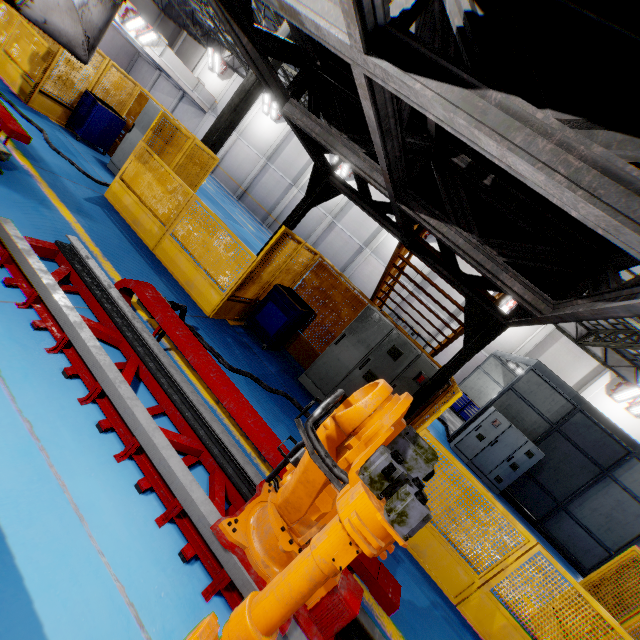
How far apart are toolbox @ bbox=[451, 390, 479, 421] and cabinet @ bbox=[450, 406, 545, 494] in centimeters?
668cm

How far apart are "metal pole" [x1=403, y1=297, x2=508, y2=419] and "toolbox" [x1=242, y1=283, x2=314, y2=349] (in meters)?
2.53

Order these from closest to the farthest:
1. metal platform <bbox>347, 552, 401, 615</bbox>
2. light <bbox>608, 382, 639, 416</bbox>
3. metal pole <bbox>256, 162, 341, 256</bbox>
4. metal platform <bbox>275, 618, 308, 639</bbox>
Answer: metal platform <bbox>275, 618, 308, 639</bbox> → metal platform <bbox>347, 552, 401, 615</bbox> → metal pole <bbox>256, 162, 341, 256</bbox> → light <bbox>608, 382, 639, 416</bbox>

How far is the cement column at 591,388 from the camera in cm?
1860

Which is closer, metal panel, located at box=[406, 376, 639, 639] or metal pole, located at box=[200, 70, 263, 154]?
metal panel, located at box=[406, 376, 639, 639]

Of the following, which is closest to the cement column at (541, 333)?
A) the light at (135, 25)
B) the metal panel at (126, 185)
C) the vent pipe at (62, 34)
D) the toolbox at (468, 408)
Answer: the toolbox at (468, 408)

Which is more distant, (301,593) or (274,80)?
(274,80)

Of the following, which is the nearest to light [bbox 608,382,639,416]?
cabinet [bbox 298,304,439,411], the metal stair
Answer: the metal stair
